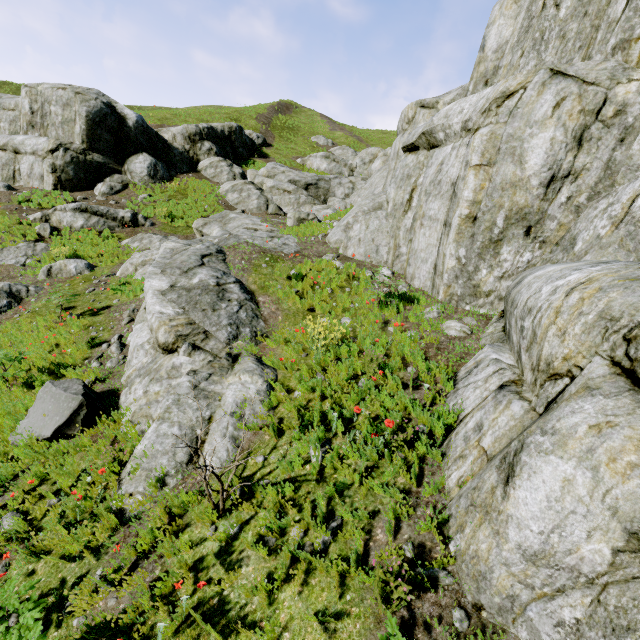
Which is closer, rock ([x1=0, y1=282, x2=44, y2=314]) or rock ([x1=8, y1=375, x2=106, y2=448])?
rock ([x1=8, y1=375, x2=106, y2=448])

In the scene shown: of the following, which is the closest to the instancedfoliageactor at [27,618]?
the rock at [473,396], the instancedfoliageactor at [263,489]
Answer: the rock at [473,396]

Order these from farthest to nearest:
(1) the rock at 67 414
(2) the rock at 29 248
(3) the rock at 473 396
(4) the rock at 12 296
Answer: (2) the rock at 29 248 → (4) the rock at 12 296 → (1) the rock at 67 414 → (3) the rock at 473 396

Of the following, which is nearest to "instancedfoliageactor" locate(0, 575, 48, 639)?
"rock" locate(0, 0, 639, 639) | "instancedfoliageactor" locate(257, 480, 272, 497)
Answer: "rock" locate(0, 0, 639, 639)

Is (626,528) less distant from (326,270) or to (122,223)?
(326,270)

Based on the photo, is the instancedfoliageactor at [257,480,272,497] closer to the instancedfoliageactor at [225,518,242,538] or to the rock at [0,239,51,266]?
the rock at [0,239,51,266]
